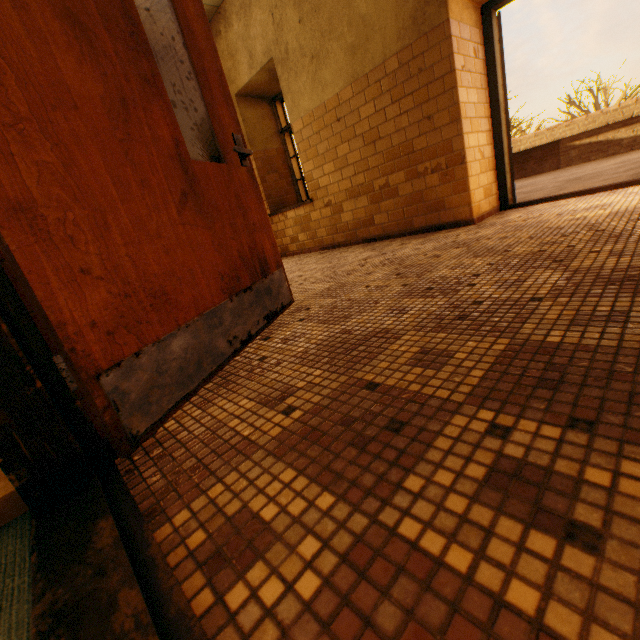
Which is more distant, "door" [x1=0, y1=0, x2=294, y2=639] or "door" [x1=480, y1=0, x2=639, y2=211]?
"door" [x1=480, y1=0, x2=639, y2=211]

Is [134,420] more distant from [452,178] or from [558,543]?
[452,178]

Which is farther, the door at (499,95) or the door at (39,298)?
the door at (499,95)
